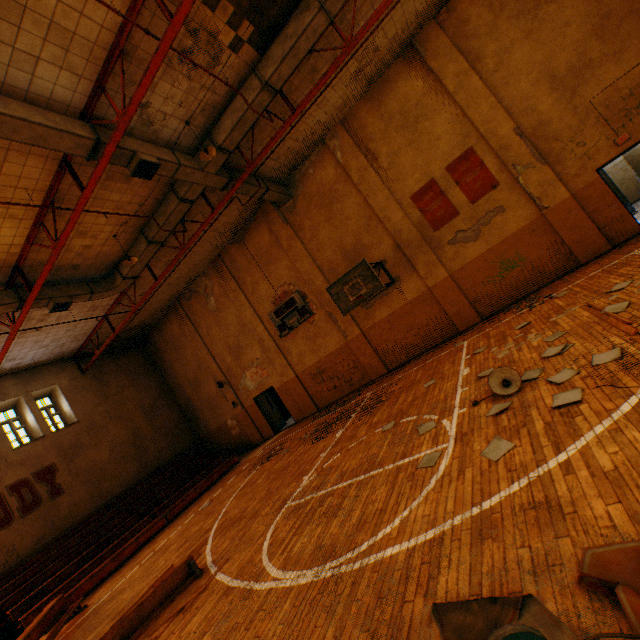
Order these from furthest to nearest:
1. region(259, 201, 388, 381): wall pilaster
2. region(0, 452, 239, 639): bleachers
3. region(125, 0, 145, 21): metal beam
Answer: region(259, 201, 388, 381): wall pilaster < region(0, 452, 239, 639): bleachers < region(125, 0, 145, 21): metal beam

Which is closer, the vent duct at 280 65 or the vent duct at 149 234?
the vent duct at 280 65

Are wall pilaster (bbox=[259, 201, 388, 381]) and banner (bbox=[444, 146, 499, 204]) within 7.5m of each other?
yes

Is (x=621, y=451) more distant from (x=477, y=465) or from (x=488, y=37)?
(x=488, y=37)

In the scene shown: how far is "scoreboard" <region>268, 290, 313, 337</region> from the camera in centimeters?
1412cm

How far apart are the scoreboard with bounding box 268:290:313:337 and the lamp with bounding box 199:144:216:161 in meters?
6.7 m

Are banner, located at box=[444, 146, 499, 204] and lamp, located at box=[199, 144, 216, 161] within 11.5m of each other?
yes

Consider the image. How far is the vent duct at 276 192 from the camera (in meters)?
11.79
